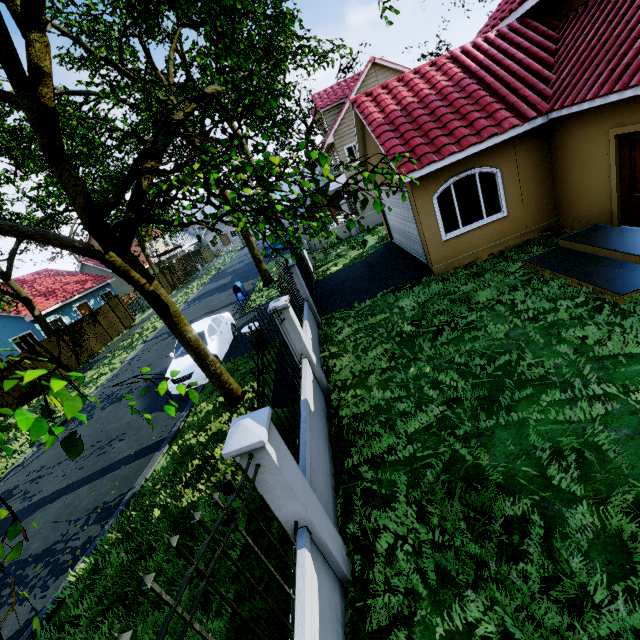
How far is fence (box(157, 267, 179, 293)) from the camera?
33.2 meters

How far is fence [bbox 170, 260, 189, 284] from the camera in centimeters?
3638cm

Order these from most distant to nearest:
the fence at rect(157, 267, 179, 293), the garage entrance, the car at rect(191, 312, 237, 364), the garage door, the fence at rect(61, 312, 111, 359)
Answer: the fence at rect(157, 267, 179, 293), the fence at rect(61, 312, 111, 359), the car at rect(191, 312, 237, 364), the garage entrance, the garage door

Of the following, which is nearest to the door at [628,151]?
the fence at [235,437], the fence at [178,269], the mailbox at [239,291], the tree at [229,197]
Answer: the tree at [229,197]

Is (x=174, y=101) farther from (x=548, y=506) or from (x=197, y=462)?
(x=548, y=506)

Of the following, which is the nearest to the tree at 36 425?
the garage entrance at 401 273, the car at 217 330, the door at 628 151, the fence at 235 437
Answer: the fence at 235 437

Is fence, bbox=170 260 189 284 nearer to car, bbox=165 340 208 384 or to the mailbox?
the mailbox

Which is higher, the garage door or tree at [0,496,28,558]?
tree at [0,496,28,558]
